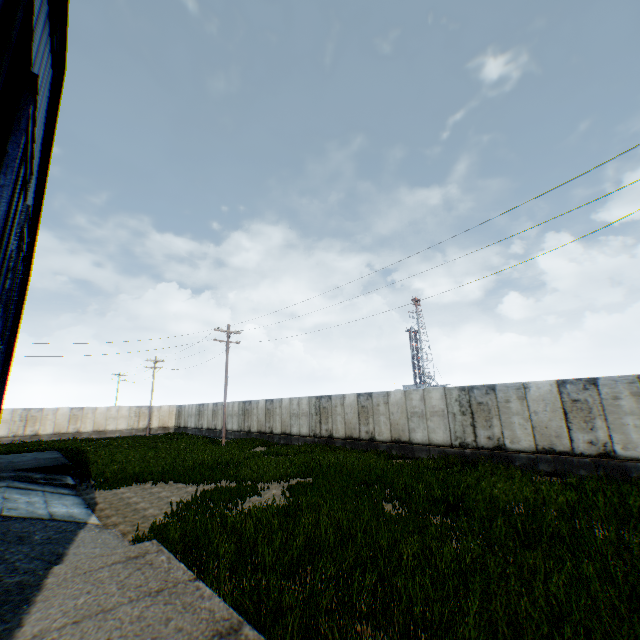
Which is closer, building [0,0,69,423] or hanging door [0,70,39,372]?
building [0,0,69,423]

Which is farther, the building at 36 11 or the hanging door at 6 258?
the hanging door at 6 258

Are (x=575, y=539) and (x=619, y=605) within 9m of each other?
yes
